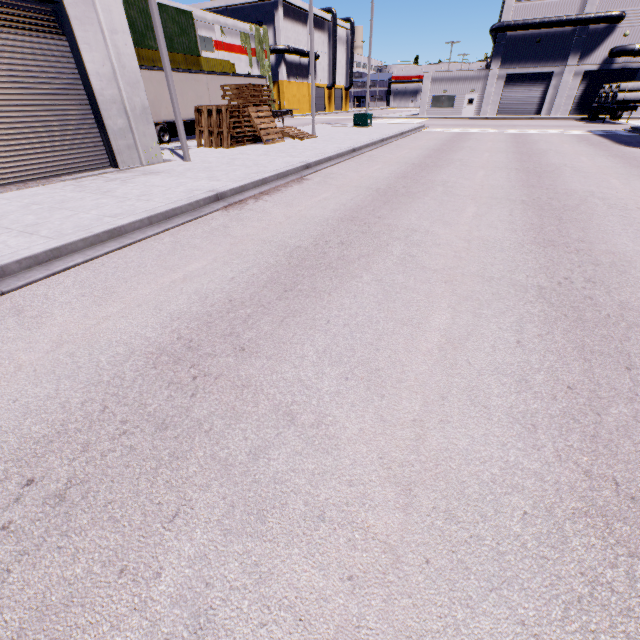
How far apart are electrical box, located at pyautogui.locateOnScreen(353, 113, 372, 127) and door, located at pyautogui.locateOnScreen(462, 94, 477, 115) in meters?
23.4 m

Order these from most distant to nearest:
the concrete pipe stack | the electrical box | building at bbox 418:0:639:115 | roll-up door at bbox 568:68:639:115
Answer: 1. roll-up door at bbox 568:68:639:115
2. building at bbox 418:0:639:115
3. the concrete pipe stack
4. the electrical box

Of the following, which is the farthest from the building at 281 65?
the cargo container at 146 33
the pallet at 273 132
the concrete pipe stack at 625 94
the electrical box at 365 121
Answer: the electrical box at 365 121

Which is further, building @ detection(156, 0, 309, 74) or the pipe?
building @ detection(156, 0, 309, 74)

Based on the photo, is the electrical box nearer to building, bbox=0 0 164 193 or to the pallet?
the pallet

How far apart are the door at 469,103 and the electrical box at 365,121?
23.36m

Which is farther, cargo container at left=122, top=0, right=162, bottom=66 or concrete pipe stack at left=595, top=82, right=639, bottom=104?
concrete pipe stack at left=595, top=82, right=639, bottom=104

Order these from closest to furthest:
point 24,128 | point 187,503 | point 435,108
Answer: point 187,503 → point 24,128 → point 435,108
